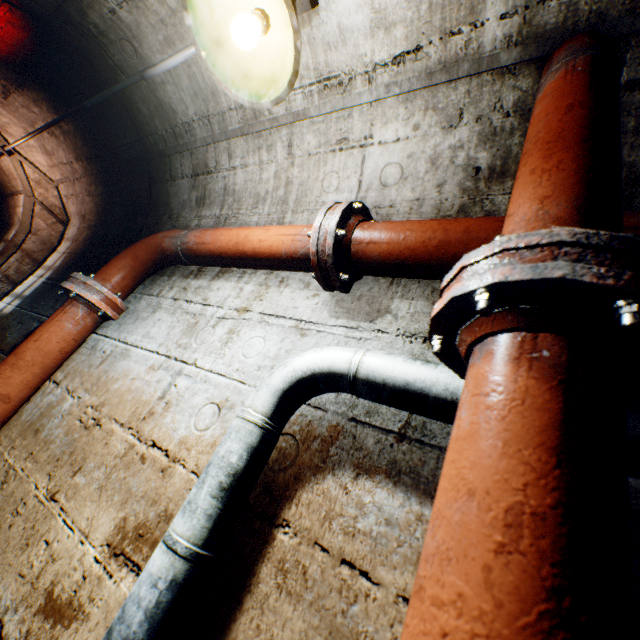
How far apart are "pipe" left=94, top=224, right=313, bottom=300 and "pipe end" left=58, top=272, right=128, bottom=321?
0.0 meters

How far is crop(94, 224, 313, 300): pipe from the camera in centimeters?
143cm

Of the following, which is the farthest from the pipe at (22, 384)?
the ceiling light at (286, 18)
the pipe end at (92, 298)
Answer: the ceiling light at (286, 18)

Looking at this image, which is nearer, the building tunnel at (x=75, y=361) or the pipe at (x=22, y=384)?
the building tunnel at (x=75, y=361)

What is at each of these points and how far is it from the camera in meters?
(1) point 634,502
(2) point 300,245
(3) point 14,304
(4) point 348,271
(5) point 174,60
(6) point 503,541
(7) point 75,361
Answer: (1) building tunnel, 0.7 m
(2) pipe, 1.4 m
(3) building tunnel, 2.8 m
(4) pipe end, 1.3 m
(5) wire, 1.4 m
(6) pipe, 0.4 m
(7) building tunnel, 1.8 m

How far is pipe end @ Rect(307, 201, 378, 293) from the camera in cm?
121

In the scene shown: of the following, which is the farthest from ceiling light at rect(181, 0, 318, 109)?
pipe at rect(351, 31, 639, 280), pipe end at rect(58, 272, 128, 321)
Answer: pipe end at rect(58, 272, 128, 321)

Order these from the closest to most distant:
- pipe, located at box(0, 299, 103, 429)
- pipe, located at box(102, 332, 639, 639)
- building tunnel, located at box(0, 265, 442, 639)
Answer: pipe, located at box(102, 332, 639, 639)
building tunnel, located at box(0, 265, 442, 639)
pipe, located at box(0, 299, 103, 429)
